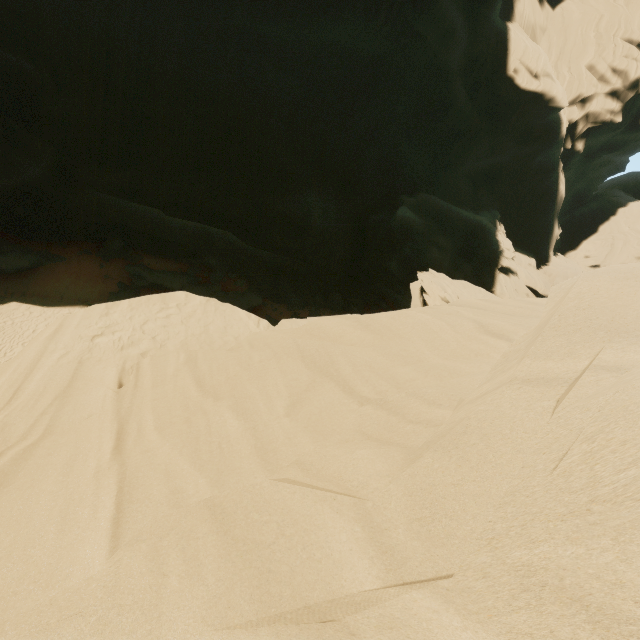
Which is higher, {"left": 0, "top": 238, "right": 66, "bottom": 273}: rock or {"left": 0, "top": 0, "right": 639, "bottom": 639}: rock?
{"left": 0, "top": 0, "right": 639, "bottom": 639}: rock

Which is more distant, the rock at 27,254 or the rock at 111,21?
the rock at 27,254

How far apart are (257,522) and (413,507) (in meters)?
1.34

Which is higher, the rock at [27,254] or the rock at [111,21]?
the rock at [111,21]

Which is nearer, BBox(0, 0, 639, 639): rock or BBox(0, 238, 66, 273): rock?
BBox(0, 0, 639, 639): rock
